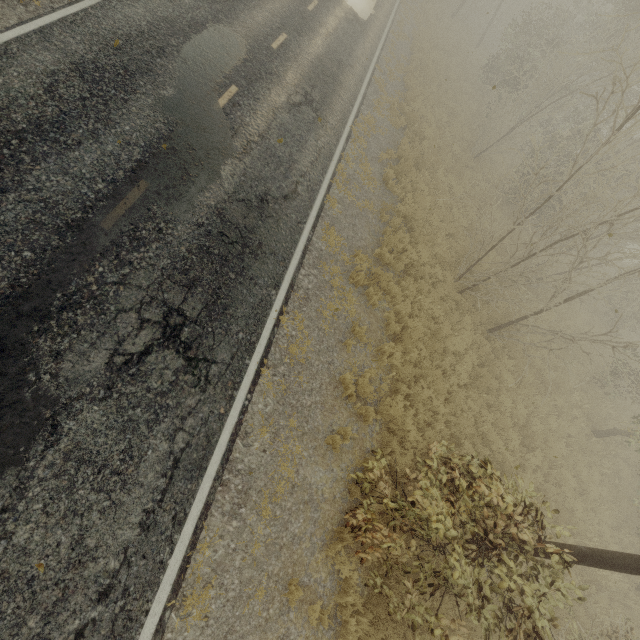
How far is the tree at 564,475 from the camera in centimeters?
1083cm

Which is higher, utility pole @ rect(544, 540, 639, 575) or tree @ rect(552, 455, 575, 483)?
utility pole @ rect(544, 540, 639, 575)

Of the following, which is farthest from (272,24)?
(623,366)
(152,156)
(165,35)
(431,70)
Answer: (623,366)

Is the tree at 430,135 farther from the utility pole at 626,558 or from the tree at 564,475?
the utility pole at 626,558

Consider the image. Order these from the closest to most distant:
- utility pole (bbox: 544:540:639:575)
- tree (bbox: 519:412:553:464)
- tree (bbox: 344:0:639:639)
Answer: utility pole (bbox: 544:540:639:575)
tree (bbox: 344:0:639:639)
tree (bbox: 519:412:553:464)

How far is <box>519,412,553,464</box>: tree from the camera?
10.7m

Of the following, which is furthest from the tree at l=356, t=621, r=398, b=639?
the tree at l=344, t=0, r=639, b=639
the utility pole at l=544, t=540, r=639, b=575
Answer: the tree at l=344, t=0, r=639, b=639
